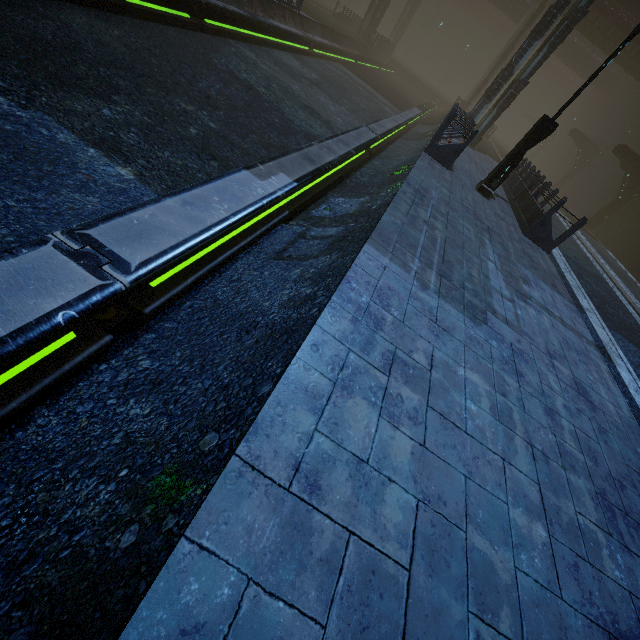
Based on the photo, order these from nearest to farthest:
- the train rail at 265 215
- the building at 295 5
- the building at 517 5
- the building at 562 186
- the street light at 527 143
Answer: the train rail at 265 215
the street light at 527 143
the building at 562 186
the building at 295 5
the building at 517 5

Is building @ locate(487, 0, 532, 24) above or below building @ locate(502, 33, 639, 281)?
above

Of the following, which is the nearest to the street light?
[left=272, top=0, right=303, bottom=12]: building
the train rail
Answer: [left=272, top=0, right=303, bottom=12]: building

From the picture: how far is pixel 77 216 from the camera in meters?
3.5

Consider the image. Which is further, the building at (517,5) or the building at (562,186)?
the building at (517,5)

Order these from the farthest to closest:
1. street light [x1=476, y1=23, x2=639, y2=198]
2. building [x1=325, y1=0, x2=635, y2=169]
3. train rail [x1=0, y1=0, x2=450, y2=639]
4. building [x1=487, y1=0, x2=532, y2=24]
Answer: building [x1=487, y1=0, x2=532, y2=24]
building [x1=325, y1=0, x2=635, y2=169]
street light [x1=476, y1=23, x2=639, y2=198]
train rail [x1=0, y1=0, x2=450, y2=639]

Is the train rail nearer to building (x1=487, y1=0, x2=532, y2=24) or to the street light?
building (x1=487, y1=0, x2=532, y2=24)
